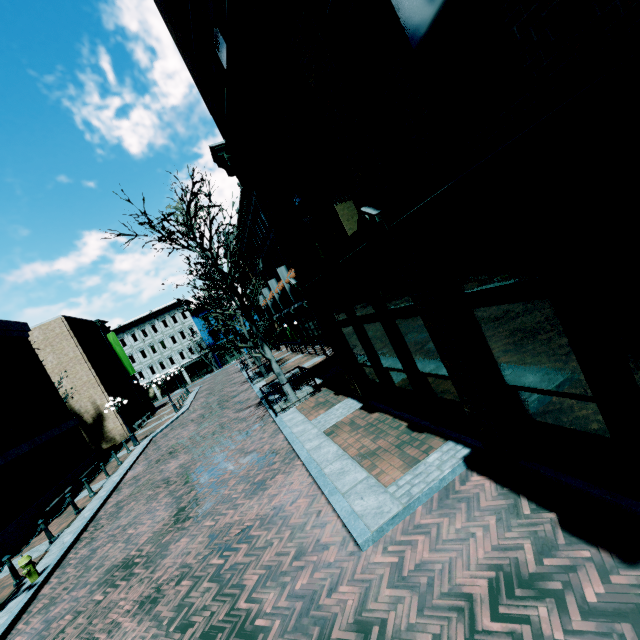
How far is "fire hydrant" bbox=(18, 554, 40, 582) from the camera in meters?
8.7

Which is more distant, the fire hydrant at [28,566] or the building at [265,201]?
the fire hydrant at [28,566]

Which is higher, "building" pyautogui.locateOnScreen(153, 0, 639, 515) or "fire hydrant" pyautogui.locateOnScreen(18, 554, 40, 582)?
"building" pyautogui.locateOnScreen(153, 0, 639, 515)

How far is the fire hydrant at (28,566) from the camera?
8.7 meters

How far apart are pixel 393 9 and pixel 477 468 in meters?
6.2 m

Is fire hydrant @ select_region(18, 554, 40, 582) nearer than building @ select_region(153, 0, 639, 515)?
No
